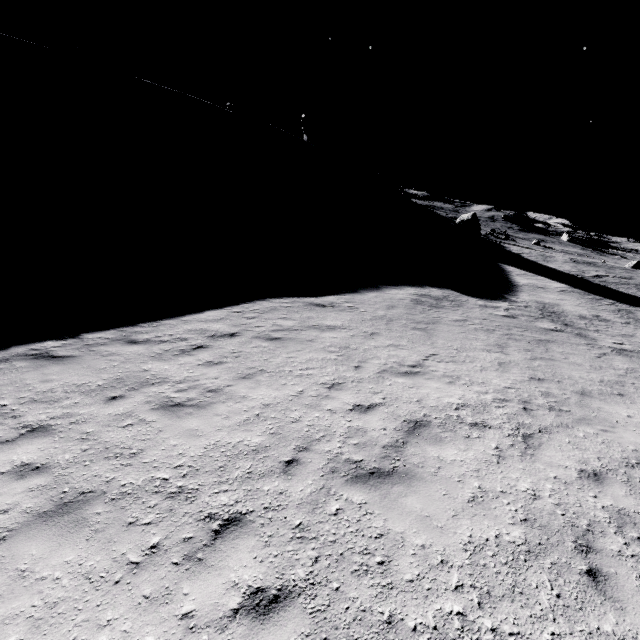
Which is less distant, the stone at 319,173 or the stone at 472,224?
the stone at 472,224

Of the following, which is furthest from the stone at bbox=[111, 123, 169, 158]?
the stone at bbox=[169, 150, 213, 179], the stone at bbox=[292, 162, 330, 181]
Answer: the stone at bbox=[292, 162, 330, 181]

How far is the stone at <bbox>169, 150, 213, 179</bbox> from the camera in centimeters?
4830cm

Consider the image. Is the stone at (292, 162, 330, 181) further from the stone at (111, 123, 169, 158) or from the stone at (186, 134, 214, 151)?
the stone at (111, 123, 169, 158)

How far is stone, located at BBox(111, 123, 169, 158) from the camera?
45.6m

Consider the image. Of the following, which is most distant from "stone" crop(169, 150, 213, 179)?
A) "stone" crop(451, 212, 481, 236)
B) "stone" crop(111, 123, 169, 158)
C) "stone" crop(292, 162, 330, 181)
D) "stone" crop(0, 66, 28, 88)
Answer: "stone" crop(451, 212, 481, 236)

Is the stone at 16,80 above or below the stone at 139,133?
above

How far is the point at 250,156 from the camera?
57.4m
